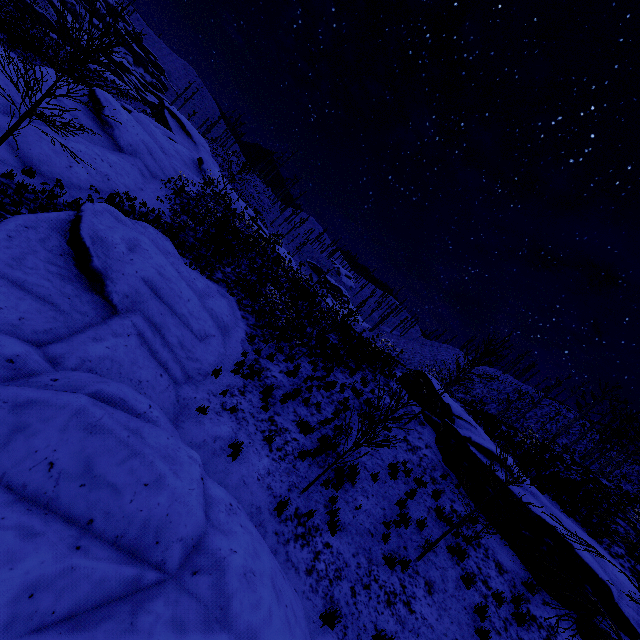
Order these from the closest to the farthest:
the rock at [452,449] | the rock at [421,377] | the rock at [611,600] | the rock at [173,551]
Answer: the rock at [173,551] < the rock at [611,600] < the rock at [452,449] < the rock at [421,377]

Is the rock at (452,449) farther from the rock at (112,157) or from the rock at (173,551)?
the rock at (112,157)

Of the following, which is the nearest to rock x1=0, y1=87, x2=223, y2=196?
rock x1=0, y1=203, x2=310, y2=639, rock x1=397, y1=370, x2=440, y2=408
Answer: rock x1=0, y1=203, x2=310, y2=639

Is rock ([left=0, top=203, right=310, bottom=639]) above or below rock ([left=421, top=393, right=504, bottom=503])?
below

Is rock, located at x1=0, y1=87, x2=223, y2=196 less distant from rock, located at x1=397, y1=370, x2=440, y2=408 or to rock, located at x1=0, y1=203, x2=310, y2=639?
rock, located at x1=0, y1=203, x2=310, y2=639

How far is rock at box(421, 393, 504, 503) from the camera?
12.1 meters

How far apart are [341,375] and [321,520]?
8.13m
